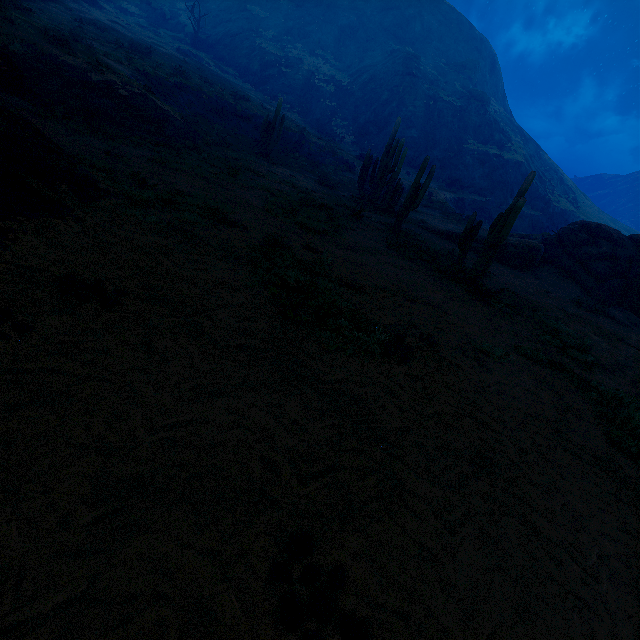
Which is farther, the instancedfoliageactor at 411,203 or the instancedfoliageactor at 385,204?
the instancedfoliageactor at 385,204

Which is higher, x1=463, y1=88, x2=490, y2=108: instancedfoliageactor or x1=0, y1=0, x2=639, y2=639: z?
x1=463, y1=88, x2=490, y2=108: instancedfoliageactor

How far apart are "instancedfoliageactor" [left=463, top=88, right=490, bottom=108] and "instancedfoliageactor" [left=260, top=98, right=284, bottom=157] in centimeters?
5044cm

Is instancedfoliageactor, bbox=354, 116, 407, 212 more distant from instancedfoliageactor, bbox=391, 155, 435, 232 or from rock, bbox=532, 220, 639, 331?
rock, bbox=532, 220, 639, 331

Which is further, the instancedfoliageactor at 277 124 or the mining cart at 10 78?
the instancedfoliageactor at 277 124

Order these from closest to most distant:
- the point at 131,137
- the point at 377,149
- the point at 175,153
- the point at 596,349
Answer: the point at 596,349
the point at 131,137
the point at 175,153
the point at 377,149

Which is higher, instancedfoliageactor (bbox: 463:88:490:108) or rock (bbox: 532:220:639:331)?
instancedfoliageactor (bbox: 463:88:490:108)

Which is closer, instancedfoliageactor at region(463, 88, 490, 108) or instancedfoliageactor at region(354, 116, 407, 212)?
instancedfoliageactor at region(354, 116, 407, 212)
